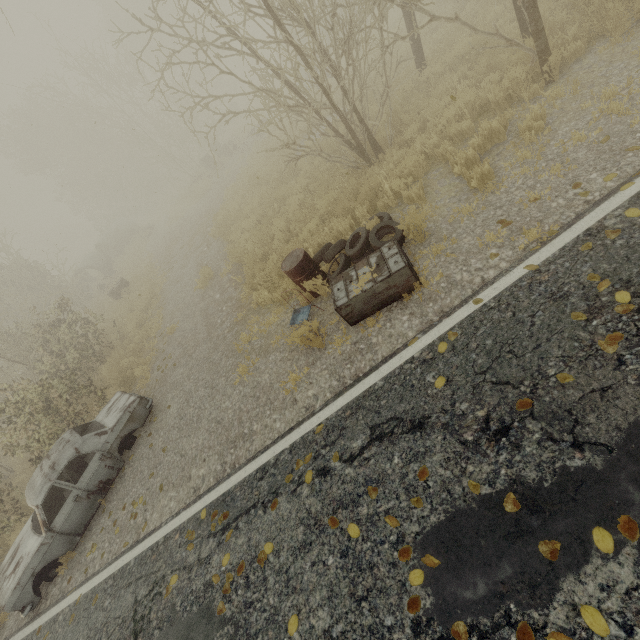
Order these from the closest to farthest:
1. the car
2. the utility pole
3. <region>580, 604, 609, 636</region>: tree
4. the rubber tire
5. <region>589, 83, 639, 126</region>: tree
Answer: <region>580, 604, 609, 636</region>: tree, <region>589, 83, 639, 126</region>: tree, the rubber tire, the car, the utility pole

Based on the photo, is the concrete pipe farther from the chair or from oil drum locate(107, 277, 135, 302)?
the chair

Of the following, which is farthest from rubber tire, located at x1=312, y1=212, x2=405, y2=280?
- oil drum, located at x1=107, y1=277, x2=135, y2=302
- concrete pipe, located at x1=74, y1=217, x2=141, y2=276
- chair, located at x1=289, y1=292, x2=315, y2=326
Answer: concrete pipe, located at x1=74, y1=217, x2=141, y2=276

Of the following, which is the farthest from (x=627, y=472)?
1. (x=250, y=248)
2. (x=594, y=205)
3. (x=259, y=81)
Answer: (x=259, y=81)

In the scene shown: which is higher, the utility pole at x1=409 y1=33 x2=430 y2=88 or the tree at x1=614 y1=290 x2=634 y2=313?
the utility pole at x1=409 y1=33 x2=430 y2=88

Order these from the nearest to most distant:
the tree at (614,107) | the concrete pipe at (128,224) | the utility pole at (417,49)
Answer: the tree at (614,107) → the utility pole at (417,49) → the concrete pipe at (128,224)

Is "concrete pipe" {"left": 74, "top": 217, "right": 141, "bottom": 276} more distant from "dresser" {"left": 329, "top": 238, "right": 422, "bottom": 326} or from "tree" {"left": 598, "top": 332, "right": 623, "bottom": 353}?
"dresser" {"left": 329, "top": 238, "right": 422, "bottom": 326}

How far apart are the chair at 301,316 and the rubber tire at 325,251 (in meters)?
0.77
